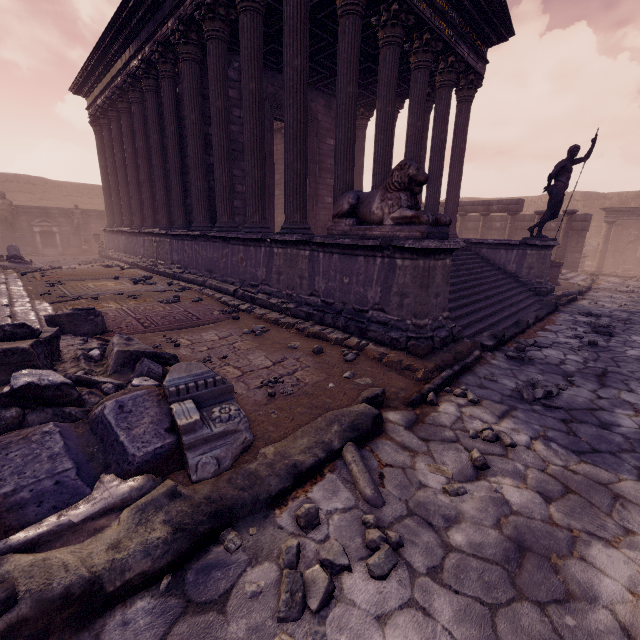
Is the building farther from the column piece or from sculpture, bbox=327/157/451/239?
the column piece

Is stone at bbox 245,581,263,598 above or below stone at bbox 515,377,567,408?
below

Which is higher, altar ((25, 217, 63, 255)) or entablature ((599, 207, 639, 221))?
entablature ((599, 207, 639, 221))

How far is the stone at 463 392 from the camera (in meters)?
3.68

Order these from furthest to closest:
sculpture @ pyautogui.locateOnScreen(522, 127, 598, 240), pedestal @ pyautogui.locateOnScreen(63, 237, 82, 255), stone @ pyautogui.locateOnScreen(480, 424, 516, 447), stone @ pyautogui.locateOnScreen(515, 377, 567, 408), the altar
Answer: pedestal @ pyautogui.locateOnScreen(63, 237, 82, 255)
the altar
sculpture @ pyautogui.locateOnScreen(522, 127, 598, 240)
stone @ pyautogui.locateOnScreen(515, 377, 567, 408)
stone @ pyautogui.locateOnScreen(480, 424, 516, 447)

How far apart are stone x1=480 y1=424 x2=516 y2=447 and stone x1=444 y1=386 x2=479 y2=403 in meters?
0.5

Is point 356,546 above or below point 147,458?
below

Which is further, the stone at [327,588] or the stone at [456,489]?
the stone at [456,489]
